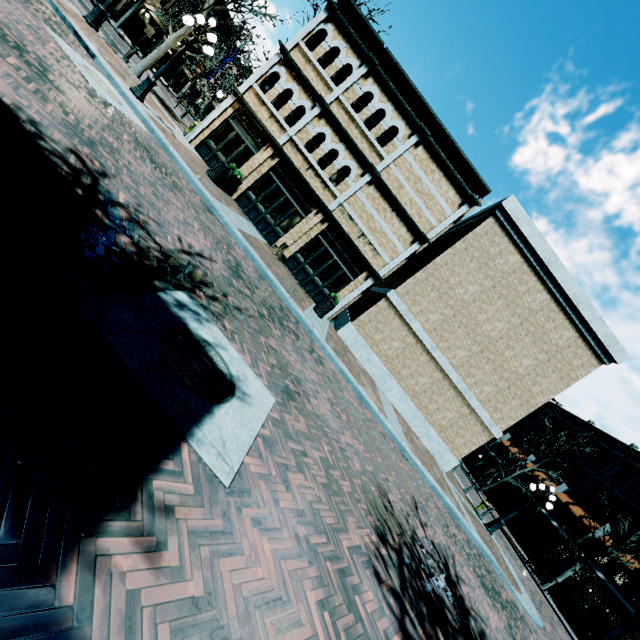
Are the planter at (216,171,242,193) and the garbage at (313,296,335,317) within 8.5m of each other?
yes

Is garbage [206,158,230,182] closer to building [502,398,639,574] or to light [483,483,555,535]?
building [502,398,639,574]

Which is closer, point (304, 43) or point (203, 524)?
point (203, 524)

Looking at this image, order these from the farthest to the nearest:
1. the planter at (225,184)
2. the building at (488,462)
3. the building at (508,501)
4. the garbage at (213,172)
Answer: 1. the building at (488,462)
2. the building at (508,501)
3. the planter at (225,184)
4. the garbage at (213,172)

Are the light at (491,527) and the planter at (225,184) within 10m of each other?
no

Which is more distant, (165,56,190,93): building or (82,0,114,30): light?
(165,56,190,93): building

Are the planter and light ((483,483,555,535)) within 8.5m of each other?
no

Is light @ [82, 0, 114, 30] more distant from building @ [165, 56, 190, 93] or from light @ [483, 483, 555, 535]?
light @ [483, 483, 555, 535]
